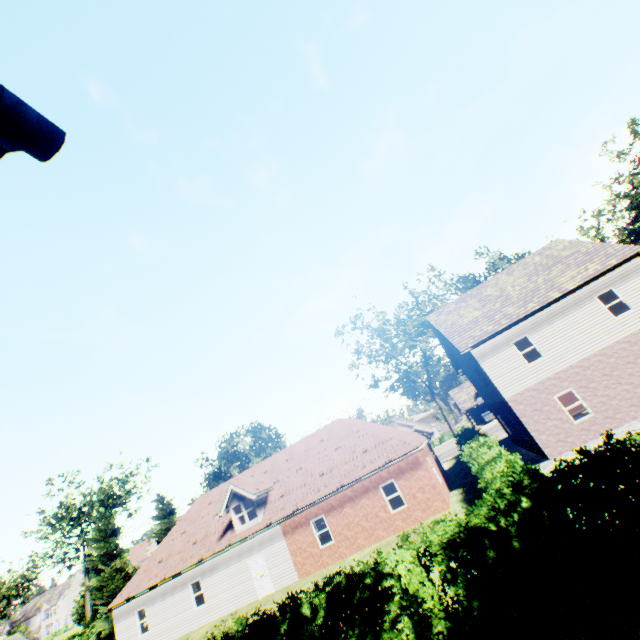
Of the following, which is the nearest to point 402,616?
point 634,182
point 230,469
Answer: point 230,469

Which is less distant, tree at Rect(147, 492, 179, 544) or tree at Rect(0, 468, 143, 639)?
tree at Rect(0, 468, 143, 639)

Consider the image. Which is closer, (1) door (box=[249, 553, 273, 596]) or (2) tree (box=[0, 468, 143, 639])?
(1) door (box=[249, 553, 273, 596])

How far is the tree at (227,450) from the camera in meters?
35.5 m

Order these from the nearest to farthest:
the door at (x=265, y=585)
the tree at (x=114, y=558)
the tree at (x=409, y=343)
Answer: the door at (x=265, y=585) < the tree at (x=114, y=558) < the tree at (x=409, y=343)

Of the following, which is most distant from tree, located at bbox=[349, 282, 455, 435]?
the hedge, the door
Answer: the door

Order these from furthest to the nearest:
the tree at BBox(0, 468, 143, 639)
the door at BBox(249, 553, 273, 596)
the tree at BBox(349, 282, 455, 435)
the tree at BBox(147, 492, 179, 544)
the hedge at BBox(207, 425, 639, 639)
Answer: the tree at BBox(349, 282, 455, 435) < the tree at BBox(147, 492, 179, 544) < the tree at BBox(0, 468, 143, 639) < the door at BBox(249, 553, 273, 596) < the hedge at BBox(207, 425, 639, 639)
